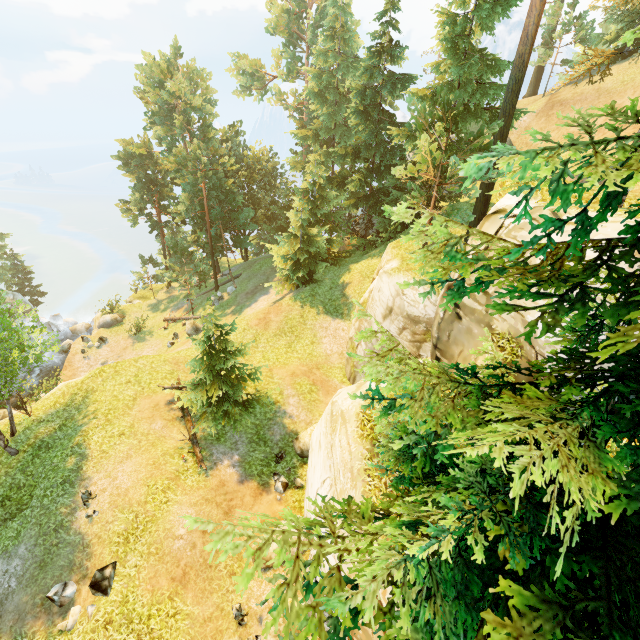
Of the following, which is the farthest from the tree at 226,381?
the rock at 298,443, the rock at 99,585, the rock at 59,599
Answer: the rock at 59,599

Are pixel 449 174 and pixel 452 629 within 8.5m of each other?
no

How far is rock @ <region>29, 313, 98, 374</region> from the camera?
32.00m

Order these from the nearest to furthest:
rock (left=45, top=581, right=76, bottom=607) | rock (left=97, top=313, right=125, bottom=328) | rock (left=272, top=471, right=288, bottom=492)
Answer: rock (left=45, top=581, right=76, bottom=607)
rock (left=272, top=471, right=288, bottom=492)
rock (left=97, top=313, right=125, bottom=328)

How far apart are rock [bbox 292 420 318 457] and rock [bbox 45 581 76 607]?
9.24m

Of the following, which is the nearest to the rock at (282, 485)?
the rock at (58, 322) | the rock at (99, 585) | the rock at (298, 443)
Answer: the rock at (298, 443)

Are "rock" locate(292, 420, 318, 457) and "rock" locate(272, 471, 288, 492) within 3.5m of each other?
yes

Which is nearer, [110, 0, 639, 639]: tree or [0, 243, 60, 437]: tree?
[110, 0, 639, 639]: tree
